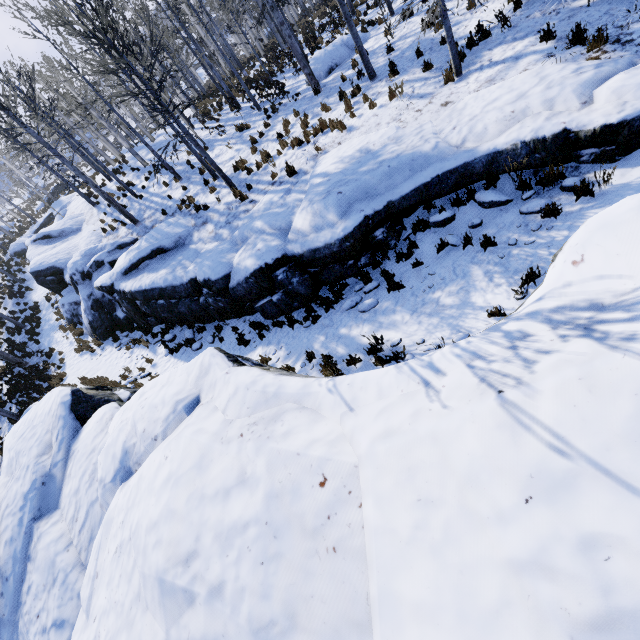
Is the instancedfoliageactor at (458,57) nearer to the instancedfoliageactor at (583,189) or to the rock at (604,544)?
the rock at (604,544)

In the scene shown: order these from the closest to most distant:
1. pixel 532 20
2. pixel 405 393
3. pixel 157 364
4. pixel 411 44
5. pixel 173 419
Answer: pixel 405 393 < pixel 173 419 < pixel 532 20 < pixel 411 44 < pixel 157 364

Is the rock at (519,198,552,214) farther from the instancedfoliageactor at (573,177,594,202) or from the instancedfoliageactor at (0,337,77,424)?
the instancedfoliageactor at (0,337,77,424)

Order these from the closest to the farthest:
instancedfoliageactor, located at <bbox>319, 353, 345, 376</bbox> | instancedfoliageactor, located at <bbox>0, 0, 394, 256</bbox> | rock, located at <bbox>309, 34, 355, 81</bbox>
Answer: instancedfoliageactor, located at <bbox>319, 353, 345, 376</bbox> → instancedfoliageactor, located at <bbox>0, 0, 394, 256</bbox> → rock, located at <bbox>309, 34, 355, 81</bbox>

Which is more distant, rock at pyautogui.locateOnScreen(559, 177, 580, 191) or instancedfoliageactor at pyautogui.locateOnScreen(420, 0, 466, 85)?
instancedfoliageactor at pyautogui.locateOnScreen(420, 0, 466, 85)

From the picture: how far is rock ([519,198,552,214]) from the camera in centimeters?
607cm

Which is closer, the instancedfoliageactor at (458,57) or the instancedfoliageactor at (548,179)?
the instancedfoliageactor at (548,179)

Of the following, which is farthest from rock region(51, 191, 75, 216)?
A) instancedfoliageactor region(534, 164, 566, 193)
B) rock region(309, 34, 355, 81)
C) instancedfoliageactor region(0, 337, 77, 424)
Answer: rock region(309, 34, 355, 81)
